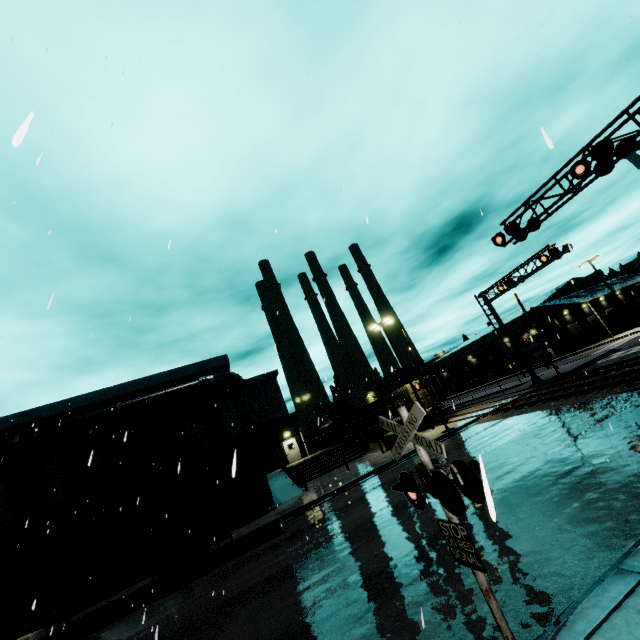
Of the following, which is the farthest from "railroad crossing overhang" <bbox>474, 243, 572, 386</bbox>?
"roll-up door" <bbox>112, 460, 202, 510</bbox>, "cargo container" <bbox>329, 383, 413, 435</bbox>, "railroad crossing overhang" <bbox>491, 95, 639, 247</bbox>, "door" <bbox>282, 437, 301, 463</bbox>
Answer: "door" <bbox>282, 437, 301, 463</bbox>

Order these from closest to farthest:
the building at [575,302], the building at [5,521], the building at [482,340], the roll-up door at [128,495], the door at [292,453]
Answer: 1. the building at [5,521]
2. the roll-up door at [128,495]
3. the door at [292,453]
4. the building at [575,302]
5. the building at [482,340]

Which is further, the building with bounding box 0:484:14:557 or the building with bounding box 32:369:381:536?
the building with bounding box 32:369:381:536

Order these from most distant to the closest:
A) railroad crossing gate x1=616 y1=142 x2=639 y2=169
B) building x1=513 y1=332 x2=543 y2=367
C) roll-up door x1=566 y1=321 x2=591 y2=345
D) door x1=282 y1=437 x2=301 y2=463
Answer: building x1=513 y1=332 x2=543 y2=367 → roll-up door x1=566 y1=321 x2=591 y2=345 → door x1=282 y1=437 x2=301 y2=463 → railroad crossing gate x1=616 y1=142 x2=639 y2=169

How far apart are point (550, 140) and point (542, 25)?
12.2m

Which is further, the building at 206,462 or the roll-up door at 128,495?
the roll-up door at 128,495

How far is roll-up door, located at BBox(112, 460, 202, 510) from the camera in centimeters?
1923cm

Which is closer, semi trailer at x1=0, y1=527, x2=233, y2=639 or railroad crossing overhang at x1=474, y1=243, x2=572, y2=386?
semi trailer at x1=0, y1=527, x2=233, y2=639
